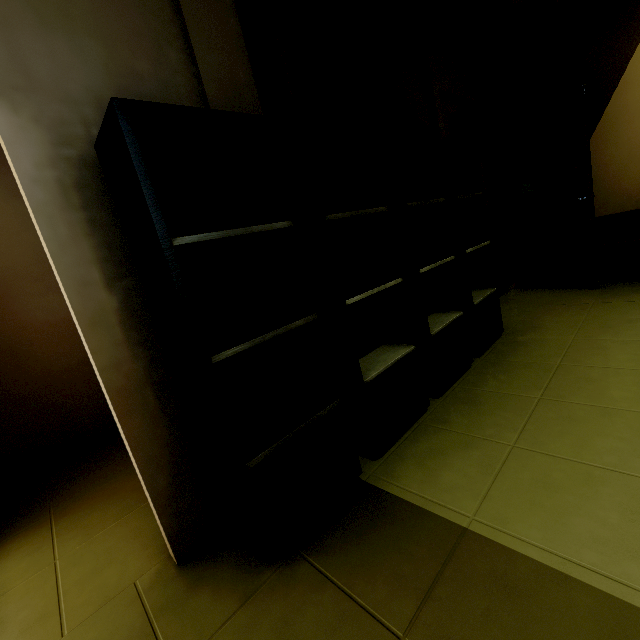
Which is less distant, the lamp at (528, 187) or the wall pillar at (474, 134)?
the lamp at (528, 187)

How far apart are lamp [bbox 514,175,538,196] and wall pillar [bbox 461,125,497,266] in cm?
229

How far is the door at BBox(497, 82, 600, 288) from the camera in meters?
3.3

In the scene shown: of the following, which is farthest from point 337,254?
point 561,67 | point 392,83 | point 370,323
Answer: point 561,67

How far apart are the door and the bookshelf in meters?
2.9

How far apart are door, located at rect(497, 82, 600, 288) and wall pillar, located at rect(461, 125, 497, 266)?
2.2 meters

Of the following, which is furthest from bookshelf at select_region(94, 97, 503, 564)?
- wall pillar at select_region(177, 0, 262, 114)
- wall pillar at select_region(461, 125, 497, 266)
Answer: wall pillar at select_region(461, 125, 497, 266)

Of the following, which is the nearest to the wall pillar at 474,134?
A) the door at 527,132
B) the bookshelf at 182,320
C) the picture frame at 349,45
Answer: the door at 527,132
